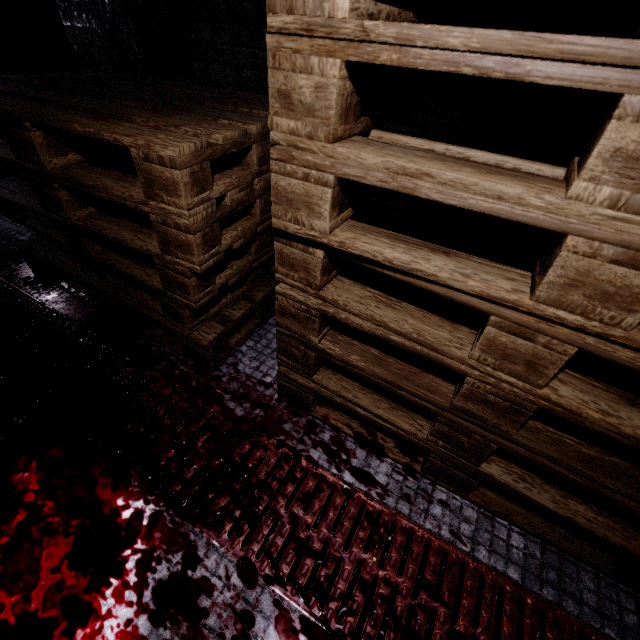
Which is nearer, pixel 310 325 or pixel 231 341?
pixel 310 325
